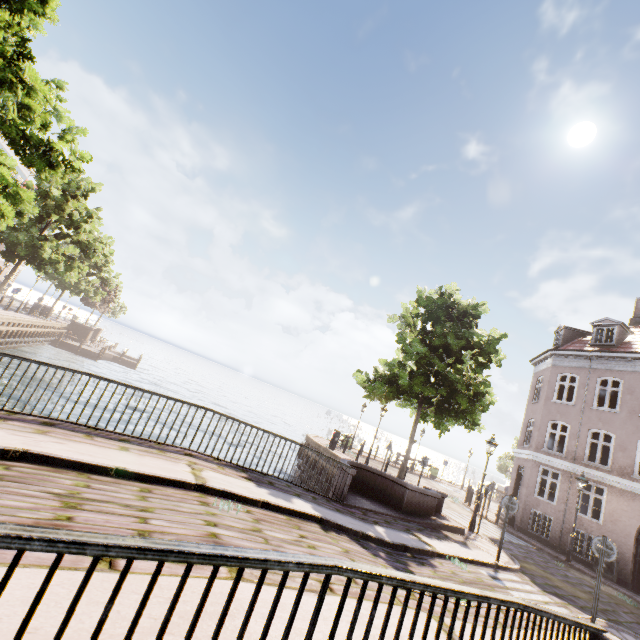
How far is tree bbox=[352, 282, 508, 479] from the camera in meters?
14.3

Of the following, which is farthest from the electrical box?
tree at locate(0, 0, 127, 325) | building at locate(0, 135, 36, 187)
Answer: building at locate(0, 135, 36, 187)

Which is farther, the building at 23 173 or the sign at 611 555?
the building at 23 173

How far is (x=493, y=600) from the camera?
3.2 meters

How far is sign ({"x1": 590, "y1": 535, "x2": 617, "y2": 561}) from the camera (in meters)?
7.93

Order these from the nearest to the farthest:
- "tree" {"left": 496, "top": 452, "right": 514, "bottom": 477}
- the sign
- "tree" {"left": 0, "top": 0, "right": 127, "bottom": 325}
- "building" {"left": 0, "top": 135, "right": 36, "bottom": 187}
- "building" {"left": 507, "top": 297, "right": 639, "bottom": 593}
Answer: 1. the sign
2. "tree" {"left": 0, "top": 0, "right": 127, "bottom": 325}
3. "building" {"left": 507, "top": 297, "right": 639, "bottom": 593}
4. "building" {"left": 0, "top": 135, "right": 36, "bottom": 187}
5. "tree" {"left": 496, "top": 452, "right": 514, "bottom": 477}

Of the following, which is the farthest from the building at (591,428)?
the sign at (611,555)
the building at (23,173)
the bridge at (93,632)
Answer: the building at (23,173)
